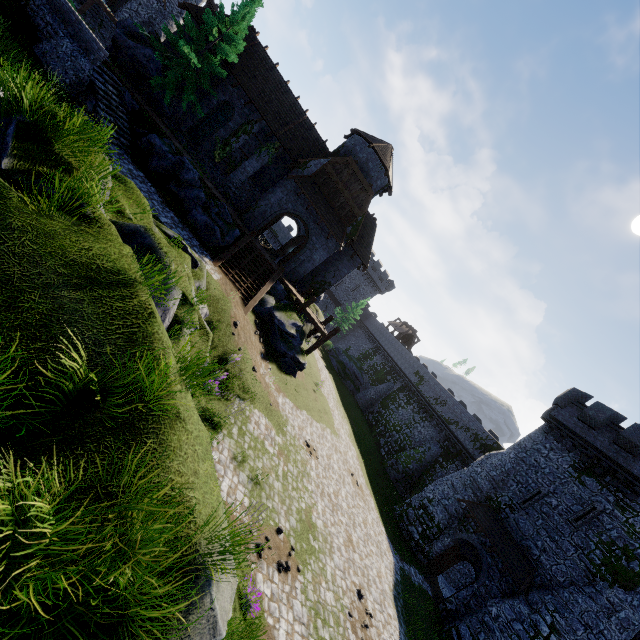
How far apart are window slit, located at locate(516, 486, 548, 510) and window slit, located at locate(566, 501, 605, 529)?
1.6 meters

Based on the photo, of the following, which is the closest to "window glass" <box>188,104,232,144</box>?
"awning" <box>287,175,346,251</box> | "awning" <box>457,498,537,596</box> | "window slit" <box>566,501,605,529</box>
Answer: "awning" <box>287,175,346,251</box>

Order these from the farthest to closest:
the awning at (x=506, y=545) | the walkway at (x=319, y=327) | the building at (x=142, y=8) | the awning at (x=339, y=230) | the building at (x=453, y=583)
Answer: the building at (x=142, y=8)
the building at (x=453, y=583)
the walkway at (x=319, y=327)
the awning at (x=339, y=230)
the awning at (x=506, y=545)

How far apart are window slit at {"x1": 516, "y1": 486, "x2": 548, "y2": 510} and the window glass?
34.0 meters

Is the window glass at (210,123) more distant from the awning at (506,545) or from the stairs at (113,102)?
the awning at (506,545)

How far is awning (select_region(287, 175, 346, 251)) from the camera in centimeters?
2239cm

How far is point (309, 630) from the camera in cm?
909

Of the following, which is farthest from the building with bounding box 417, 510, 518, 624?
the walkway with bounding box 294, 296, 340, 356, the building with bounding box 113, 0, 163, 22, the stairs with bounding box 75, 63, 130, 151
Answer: the building with bounding box 113, 0, 163, 22
